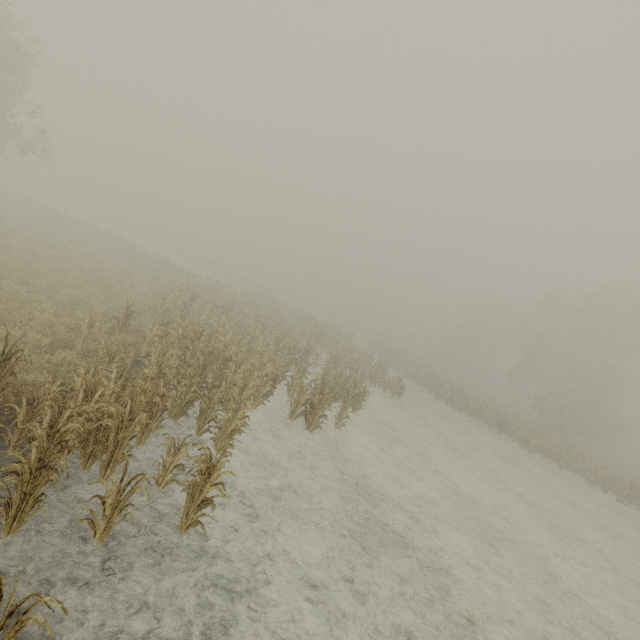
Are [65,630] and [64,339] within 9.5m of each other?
yes
